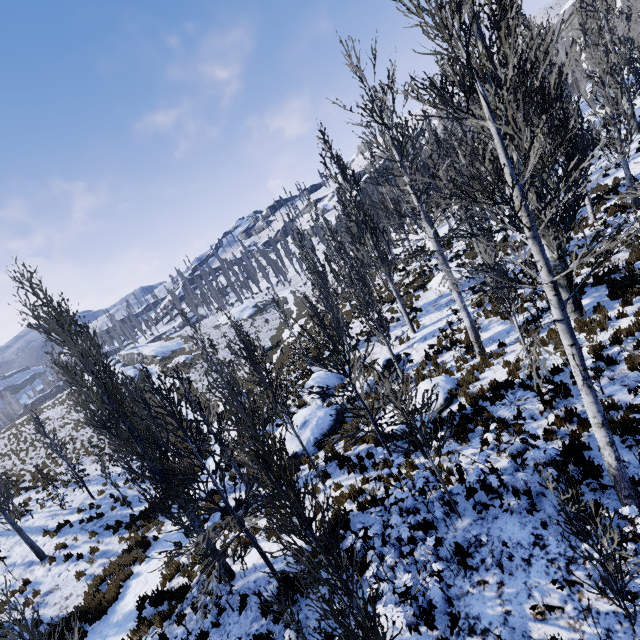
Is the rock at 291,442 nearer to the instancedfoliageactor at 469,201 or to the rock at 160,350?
the instancedfoliageactor at 469,201

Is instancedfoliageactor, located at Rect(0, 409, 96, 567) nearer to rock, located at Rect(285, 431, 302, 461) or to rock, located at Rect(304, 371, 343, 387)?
rock, located at Rect(304, 371, 343, 387)

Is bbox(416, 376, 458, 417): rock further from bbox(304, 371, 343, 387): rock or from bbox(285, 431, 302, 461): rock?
bbox(304, 371, 343, 387): rock

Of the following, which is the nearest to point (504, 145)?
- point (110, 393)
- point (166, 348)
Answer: point (110, 393)

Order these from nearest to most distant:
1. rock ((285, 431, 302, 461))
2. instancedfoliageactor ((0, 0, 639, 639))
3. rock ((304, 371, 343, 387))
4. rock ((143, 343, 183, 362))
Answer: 1. instancedfoliageactor ((0, 0, 639, 639))
2. rock ((285, 431, 302, 461))
3. rock ((304, 371, 343, 387))
4. rock ((143, 343, 183, 362))

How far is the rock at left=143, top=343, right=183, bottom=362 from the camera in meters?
54.0 m

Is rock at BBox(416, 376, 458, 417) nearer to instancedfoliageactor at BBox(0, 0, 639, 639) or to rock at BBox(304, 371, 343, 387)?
instancedfoliageactor at BBox(0, 0, 639, 639)
